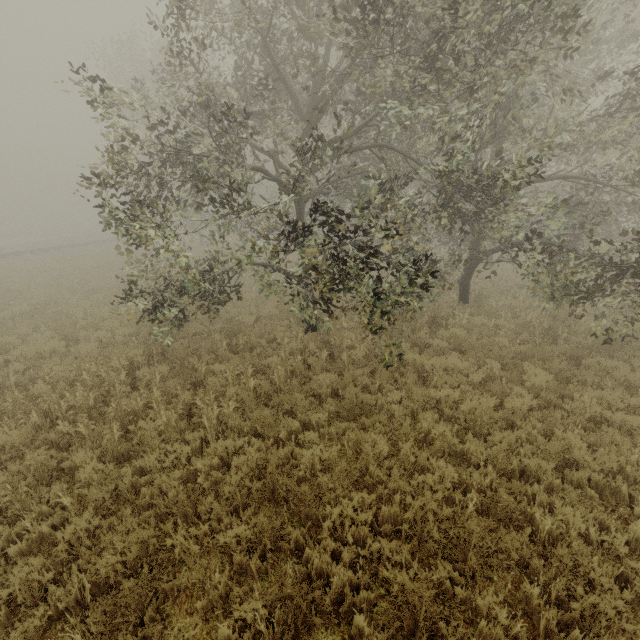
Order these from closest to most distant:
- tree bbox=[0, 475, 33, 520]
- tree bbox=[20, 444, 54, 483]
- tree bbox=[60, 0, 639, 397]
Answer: tree bbox=[0, 475, 33, 520] → tree bbox=[20, 444, 54, 483] → tree bbox=[60, 0, 639, 397]

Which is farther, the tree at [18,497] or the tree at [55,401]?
the tree at [55,401]

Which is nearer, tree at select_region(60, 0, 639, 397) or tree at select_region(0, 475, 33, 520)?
tree at select_region(0, 475, 33, 520)

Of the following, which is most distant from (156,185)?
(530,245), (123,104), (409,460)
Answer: (530,245)

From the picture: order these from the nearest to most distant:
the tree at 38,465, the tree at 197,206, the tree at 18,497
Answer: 1. the tree at 18,497
2. the tree at 38,465
3. the tree at 197,206

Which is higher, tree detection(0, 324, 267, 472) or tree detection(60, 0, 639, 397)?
tree detection(60, 0, 639, 397)

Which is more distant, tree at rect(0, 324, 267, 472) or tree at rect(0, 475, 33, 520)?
tree at rect(0, 324, 267, 472)
